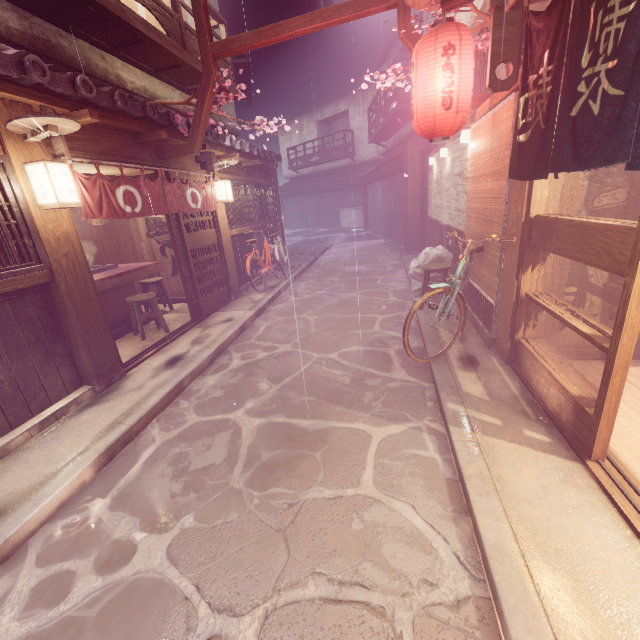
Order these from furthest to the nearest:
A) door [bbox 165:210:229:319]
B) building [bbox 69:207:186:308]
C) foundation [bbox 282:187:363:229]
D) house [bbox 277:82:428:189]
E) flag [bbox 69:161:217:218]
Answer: foundation [bbox 282:187:363:229] → house [bbox 277:82:428:189] → building [bbox 69:207:186:308] → door [bbox 165:210:229:319] → flag [bbox 69:161:217:218]

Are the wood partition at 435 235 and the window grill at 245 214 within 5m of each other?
no

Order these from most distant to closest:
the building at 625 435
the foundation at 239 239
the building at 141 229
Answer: the foundation at 239 239 → the building at 141 229 → the building at 625 435

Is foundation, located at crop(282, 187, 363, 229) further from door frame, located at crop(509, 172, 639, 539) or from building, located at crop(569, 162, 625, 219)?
building, located at crop(569, 162, 625, 219)

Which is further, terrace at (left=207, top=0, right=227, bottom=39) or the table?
terrace at (left=207, top=0, right=227, bottom=39)

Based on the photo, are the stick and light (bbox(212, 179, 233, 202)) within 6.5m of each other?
yes

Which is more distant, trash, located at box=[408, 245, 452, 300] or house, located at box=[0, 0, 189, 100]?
trash, located at box=[408, 245, 452, 300]

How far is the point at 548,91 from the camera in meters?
4.0
